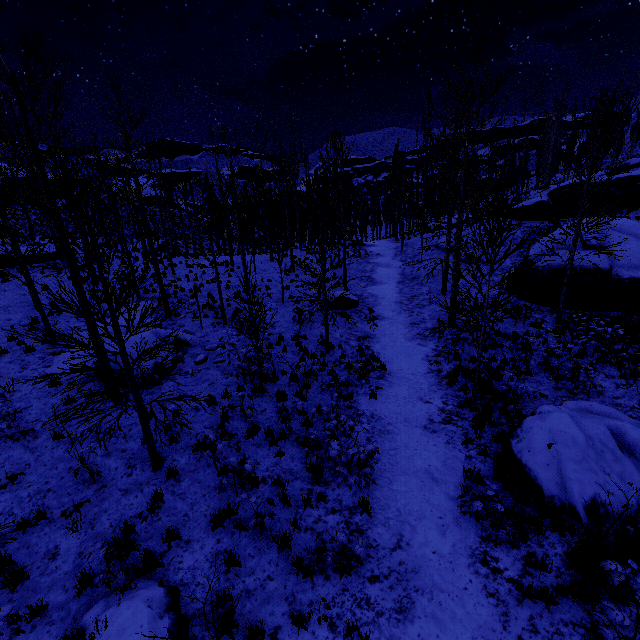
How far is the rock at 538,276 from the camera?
16.84m

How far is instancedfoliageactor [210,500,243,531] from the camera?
6.2m

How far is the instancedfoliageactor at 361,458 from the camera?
6.6m

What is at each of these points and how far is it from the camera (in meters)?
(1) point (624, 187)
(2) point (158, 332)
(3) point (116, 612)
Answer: (1) rock, 29.50
(2) rock, 12.41
(3) rock, 4.69

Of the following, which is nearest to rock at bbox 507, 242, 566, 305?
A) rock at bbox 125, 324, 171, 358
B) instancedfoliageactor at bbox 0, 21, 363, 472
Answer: instancedfoliageactor at bbox 0, 21, 363, 472

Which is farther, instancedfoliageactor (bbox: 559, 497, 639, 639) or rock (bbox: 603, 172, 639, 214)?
rock (bbox: 603, 172, 639, 214)

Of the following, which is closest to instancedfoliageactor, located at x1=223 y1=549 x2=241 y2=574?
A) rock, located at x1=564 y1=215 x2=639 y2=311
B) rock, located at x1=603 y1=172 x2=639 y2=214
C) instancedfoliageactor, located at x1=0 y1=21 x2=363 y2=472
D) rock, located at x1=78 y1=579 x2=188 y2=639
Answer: instancedfoliageactor, located at x1=0 y1=21 x2=363 y2=472

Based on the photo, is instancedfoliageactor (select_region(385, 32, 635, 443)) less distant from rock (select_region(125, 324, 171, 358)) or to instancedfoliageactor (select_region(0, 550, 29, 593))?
rock (select_region(125, 324, 171, 358))
